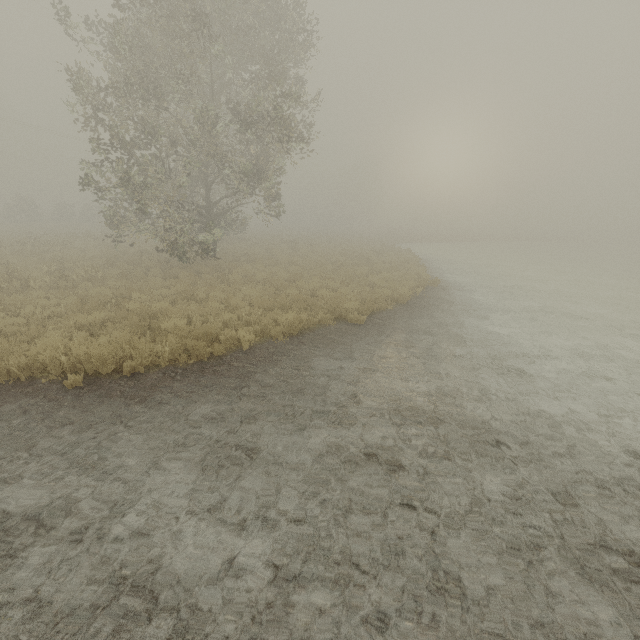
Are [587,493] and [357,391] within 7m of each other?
yes
